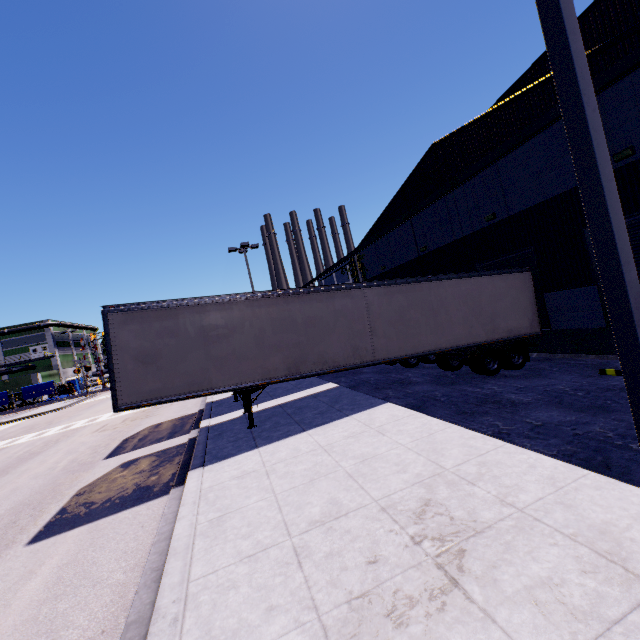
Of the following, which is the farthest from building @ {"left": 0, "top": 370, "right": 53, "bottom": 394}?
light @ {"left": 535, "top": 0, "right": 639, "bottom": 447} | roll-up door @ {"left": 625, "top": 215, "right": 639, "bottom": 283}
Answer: light @ {"left": 535, "top": 0, "right": 639, "bottom": 447}

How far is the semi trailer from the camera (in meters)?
8.74

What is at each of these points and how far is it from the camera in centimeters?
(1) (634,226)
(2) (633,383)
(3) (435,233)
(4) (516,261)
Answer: (1) roll-up door, 1002cm
(2) light, 278cm
(3) building, 1806cm
(4) roll-up door, 1403cm

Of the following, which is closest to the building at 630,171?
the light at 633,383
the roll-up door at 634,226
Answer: the roll-up door at 634,226

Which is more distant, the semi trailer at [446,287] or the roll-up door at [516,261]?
the roll-up door at [516,261]

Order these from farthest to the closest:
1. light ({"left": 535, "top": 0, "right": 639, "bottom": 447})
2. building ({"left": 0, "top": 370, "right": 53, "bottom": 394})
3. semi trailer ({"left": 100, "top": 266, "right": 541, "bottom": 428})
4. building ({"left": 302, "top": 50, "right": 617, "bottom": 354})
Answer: building ({"left": 0, "top": 370, "right": 53, "bottom": 394}) < building ({"left": 302, "top": 50, "right": 617, "bottom": 354}) < semi trailer ({"left": 100, "top": 266, "right": 541, "bottom": 428}) < light ({"left": 535, "top": 0, "right": 639, "bottom": 447})

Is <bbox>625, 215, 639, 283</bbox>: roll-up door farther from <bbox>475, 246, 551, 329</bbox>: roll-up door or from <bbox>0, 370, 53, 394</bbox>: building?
<bbox>475, 246, 551, 329</bbox>: roll-up door

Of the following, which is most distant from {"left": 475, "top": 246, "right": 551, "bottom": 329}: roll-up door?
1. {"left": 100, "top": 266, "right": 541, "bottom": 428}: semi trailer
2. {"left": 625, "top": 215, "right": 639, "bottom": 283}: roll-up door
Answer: {"left": 625, "top": 215, "right": 639, "bottom": 283}: roll-up door
